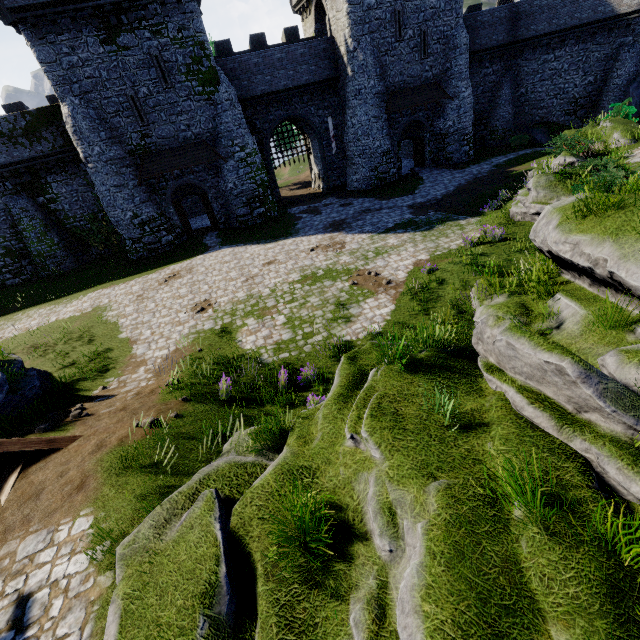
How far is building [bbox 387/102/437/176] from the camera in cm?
2722

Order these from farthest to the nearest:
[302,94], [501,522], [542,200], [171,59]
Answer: [302,94] < [171,59] < [542,200] < [501,522]

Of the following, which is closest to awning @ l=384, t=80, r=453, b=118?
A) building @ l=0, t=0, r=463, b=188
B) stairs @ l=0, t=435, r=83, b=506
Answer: building @ l=0, t=0, r=463, b=188

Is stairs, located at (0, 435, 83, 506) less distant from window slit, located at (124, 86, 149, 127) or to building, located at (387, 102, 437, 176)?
building, located at (387, 102, 437, 176)

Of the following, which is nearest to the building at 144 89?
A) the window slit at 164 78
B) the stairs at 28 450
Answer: the window slit at 164 78

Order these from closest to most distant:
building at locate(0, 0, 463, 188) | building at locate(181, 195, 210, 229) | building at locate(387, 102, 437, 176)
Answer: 1. building at locate(0, 0, 463, 188)
2. building at locate(387, 102, 437, 176)
3. building at locate(181, 195, 210, 229)

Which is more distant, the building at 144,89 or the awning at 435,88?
the awning at 435,88
